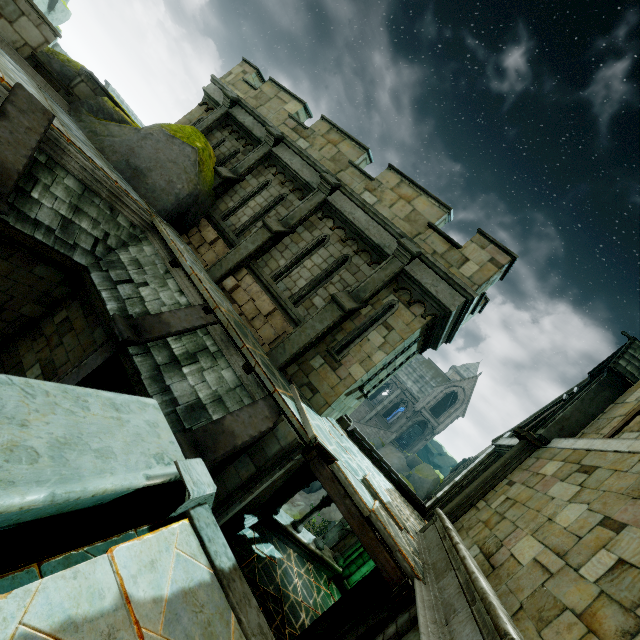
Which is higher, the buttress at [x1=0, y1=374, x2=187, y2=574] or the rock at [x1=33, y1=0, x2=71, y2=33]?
the rock at [x1=33, y1=0, x2=71, y2=33]

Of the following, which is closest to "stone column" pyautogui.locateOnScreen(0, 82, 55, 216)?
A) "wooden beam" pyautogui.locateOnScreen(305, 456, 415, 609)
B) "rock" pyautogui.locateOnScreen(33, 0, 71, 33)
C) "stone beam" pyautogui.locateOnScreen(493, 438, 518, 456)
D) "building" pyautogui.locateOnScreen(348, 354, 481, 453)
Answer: "wooden beam" pyautogui.locateOnScreen(305, 456, 415, 609)

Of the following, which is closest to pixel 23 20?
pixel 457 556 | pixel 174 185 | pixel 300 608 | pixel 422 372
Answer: pixel 174 185

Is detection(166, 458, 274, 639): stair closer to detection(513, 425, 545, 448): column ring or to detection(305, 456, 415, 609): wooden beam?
detection(305, 456, 415, 609): wooden beam

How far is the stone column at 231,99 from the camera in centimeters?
1257cm

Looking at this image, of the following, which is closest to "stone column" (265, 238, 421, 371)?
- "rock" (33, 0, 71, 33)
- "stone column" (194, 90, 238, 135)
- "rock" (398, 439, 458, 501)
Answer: "stone column" (194, 90, 238, 135)

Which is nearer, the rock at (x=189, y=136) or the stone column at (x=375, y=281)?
the stone column at (x=375, y=281)

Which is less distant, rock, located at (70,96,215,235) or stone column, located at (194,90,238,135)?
rock, located at (70,96,215,235)
